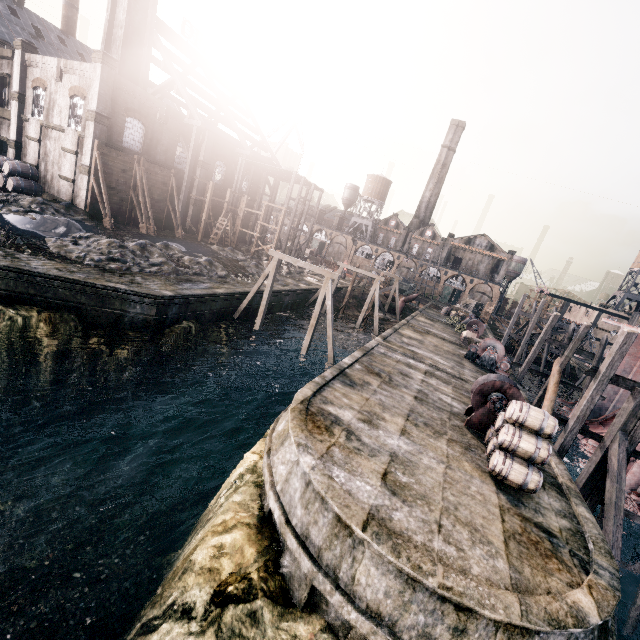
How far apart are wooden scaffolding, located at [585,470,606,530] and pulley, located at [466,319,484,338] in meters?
24.0 m

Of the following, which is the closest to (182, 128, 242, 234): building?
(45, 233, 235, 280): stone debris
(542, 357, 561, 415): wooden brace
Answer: (542, 357, 561, 415): wooden brace

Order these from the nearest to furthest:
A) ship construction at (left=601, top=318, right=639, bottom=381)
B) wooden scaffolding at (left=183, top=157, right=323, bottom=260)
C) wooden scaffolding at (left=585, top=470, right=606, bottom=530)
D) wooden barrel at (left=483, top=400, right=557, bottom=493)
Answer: wooden barrel at (left=483, top=400, right=557, bottom=493)
wooden scaffolding at (left=585, top=470, right=606, bottom=530)
ship construction at (left=601, top=318, right=639, bottom=381)
wooden scaffolding at (left=183, top=157, right=323, bottom=260)

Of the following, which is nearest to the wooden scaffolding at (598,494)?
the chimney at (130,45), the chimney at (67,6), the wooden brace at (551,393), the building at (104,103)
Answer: the wooden brace at (551,393)

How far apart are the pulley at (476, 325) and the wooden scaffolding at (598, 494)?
24.0 meters

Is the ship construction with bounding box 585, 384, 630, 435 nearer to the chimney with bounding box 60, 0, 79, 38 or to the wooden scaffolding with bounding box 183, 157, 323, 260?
the wooden scaffolding with bounding box 183, 157, 323, 260

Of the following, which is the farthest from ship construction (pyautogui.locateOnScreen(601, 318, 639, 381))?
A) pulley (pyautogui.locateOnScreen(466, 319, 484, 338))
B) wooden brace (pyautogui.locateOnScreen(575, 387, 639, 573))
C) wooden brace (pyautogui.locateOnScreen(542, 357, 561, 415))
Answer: pulley (pyautogui.locateOnScreen(466, 319, 484, 338))

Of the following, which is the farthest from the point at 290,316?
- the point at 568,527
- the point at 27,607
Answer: the point at 568,527
